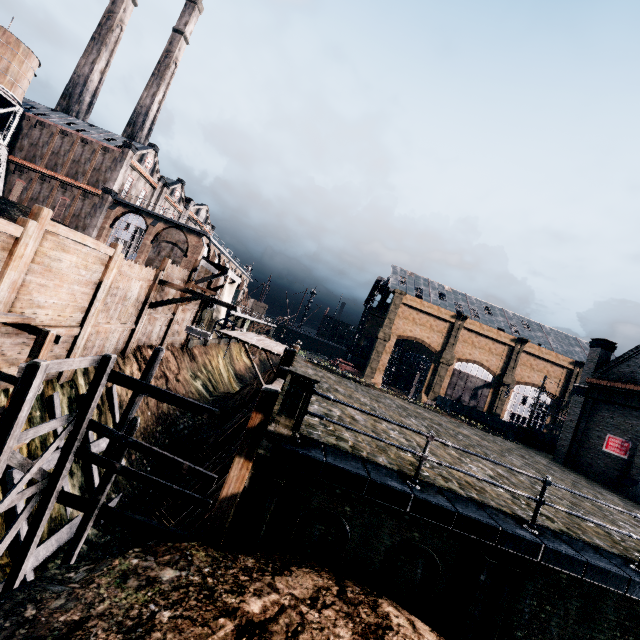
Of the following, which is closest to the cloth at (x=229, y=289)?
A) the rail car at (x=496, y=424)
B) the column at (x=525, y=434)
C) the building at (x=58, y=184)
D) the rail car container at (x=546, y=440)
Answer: the building at (x=58, y=184)

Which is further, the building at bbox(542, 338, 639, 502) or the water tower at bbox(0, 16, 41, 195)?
→ the water tower at bbox(0, 16, 41, 195)

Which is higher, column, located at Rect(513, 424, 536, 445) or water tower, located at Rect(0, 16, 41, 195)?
water tower, located at Rect(0, 16, 41, 195)

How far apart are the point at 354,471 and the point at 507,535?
3.51m

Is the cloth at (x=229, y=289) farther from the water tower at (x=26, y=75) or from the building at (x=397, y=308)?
the water tower at (x=26, y=75)

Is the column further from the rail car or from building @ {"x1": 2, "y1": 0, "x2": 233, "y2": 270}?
building @ {"x1": 2, "y1": 0, "x2": 233, "y2": 270}

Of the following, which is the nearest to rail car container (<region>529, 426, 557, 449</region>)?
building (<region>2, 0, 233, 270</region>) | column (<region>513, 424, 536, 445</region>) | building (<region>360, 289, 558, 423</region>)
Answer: column (<region>513, 424, 536, 445</region>)

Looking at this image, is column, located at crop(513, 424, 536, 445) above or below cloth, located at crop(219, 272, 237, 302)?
below
